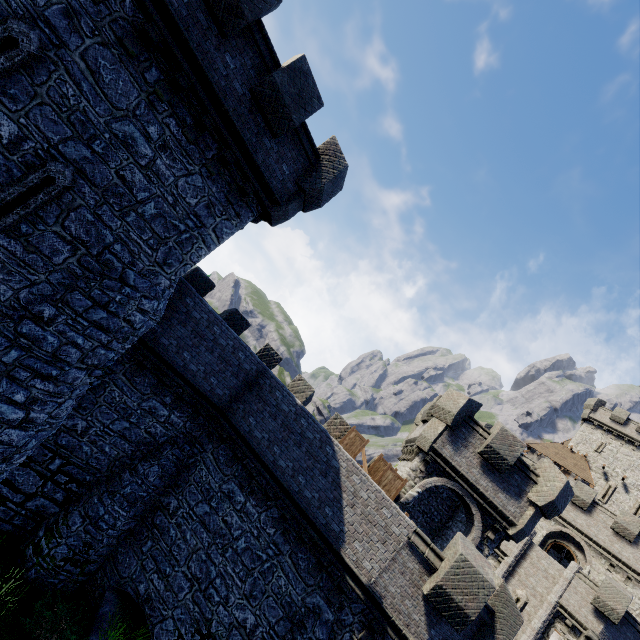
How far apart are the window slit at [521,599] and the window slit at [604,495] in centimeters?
2132cm

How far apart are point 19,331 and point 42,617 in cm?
929

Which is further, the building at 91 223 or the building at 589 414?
the building at 589 414

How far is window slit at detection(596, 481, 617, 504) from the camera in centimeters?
3575cm

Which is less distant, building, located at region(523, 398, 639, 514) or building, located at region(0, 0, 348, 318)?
building, located at region(0, 0, 348, 318)

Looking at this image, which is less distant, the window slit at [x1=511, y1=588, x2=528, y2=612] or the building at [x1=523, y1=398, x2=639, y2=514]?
the window slit at [x1=511, y1=588, x2=528, y2=612]

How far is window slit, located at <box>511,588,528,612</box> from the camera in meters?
22.2

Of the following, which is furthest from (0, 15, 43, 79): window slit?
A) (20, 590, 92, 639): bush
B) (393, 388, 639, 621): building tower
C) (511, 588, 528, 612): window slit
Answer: (511, 588, 528, 612): window slit
